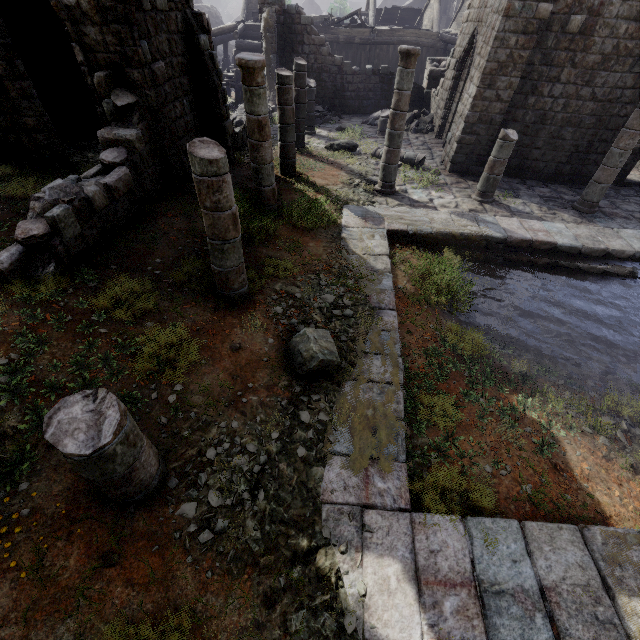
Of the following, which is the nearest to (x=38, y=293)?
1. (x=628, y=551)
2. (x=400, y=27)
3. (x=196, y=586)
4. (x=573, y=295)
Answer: (x=196, y=586)

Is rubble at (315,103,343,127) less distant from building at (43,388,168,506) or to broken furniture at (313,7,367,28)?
broken furniture at (313,7,367,28)

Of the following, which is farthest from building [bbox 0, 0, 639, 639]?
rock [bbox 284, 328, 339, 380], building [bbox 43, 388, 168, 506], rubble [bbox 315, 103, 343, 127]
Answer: building [bbox 43, 388, 168, 506]

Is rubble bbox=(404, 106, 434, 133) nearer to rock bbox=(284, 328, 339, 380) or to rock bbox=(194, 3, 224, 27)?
rock bbox=(194, 3, 224, 27)

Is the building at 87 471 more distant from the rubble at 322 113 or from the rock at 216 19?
the rubble at 322 113

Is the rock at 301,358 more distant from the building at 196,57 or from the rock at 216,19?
the rock at 216,19

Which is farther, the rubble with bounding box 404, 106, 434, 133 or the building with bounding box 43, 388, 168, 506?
Answer: the rubble with bounding box 404, 106, 434, 133

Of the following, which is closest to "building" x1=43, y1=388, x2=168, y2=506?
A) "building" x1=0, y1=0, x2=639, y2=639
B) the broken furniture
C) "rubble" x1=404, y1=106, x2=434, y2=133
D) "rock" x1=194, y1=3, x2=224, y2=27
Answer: "building" x1=0, y1=0, x2=639, y2=639
